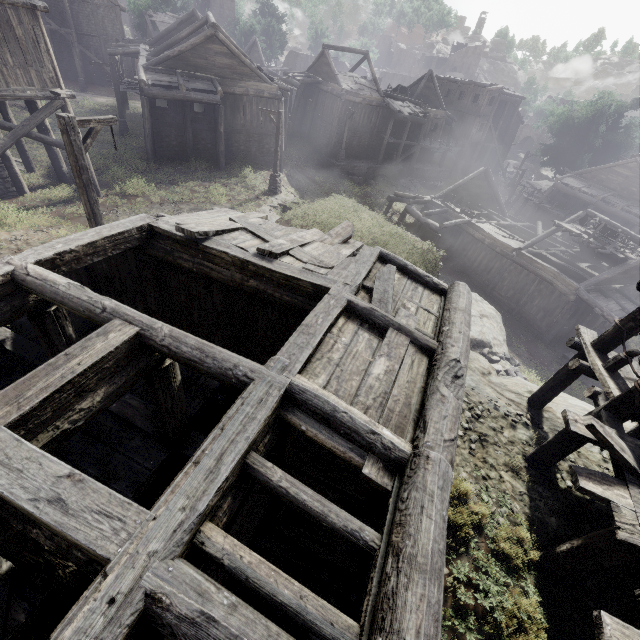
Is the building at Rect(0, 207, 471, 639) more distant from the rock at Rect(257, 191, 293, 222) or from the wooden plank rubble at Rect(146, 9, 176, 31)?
the wooden plank rubble at Rect(146, 9, 176, 31)

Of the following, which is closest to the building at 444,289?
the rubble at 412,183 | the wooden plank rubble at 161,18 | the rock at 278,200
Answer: the rock at 278,200

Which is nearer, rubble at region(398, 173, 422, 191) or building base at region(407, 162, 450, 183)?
rubble at region(398, 173, 422, 191)

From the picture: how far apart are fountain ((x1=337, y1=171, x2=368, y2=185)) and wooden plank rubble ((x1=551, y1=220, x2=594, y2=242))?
16.8 meters

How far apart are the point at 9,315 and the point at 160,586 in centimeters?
494cm

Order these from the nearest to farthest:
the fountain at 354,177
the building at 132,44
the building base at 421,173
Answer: the building at 132,44
the fountain at 354,177
the building base at 421,173

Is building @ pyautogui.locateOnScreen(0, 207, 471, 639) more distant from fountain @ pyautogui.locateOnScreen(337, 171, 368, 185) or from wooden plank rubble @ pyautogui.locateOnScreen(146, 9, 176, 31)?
wooden plank rubble @ pyautogui.locateOnScreen(146, 9, 176, 31)
